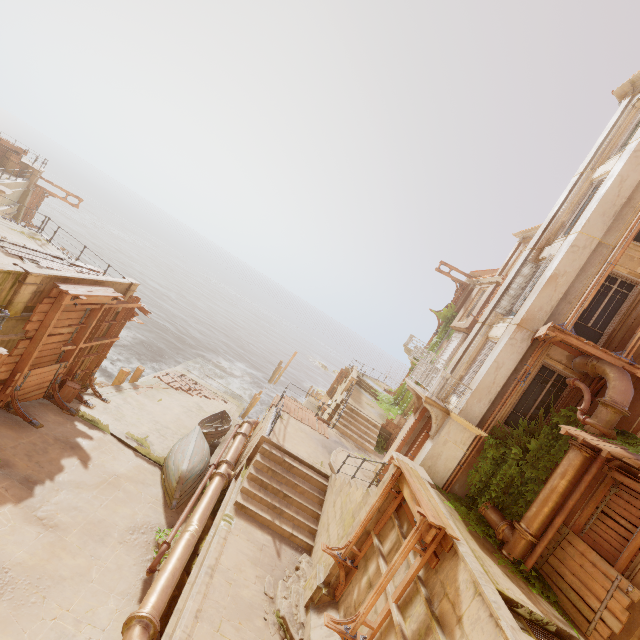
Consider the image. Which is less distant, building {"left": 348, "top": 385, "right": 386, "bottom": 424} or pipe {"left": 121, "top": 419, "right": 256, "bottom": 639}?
pipe {"left": 121, "top": 419, "right": 256, "bottom": 639}

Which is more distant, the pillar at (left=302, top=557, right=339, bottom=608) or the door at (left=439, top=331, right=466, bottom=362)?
the door at (left=439, top=331, right=466, bottom=362)

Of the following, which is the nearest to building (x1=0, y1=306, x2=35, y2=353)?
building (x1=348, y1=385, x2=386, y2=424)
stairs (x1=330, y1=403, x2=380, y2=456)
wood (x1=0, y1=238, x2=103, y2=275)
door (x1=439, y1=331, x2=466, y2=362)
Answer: wood (x1=0, y1=238, x2=103, y2=275)

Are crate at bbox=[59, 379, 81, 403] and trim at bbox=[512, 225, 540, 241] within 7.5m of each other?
no

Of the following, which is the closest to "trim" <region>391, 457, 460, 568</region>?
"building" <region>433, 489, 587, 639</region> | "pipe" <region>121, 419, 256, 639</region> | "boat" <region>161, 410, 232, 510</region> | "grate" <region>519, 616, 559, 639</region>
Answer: "building" <region>433, 489, 587, 639</region>

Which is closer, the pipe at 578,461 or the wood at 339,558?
the wood at 339,558

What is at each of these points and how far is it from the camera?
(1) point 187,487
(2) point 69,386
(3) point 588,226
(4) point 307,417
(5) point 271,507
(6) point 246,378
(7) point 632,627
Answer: (1) boat, 11.4 meters
(2) crate, 12.8 meters
(3) column, 11.2 meters
(4) wood, 16.9 meters
(5) stairs, 10.5 meters
(6) rock, 38.0 meters
(7) column, 6.7 meters

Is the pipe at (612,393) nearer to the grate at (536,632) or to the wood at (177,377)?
the grate at (536,632)
